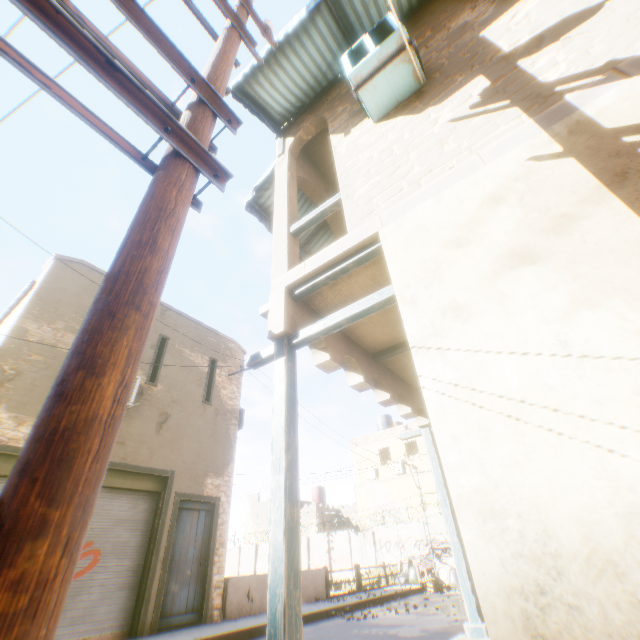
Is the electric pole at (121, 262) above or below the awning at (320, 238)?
below

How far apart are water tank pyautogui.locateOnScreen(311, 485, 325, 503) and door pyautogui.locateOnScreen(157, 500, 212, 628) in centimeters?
3008cm

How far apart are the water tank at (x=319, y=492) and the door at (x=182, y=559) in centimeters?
3008cm

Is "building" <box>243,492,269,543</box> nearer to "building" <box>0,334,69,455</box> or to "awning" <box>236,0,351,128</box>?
"building" <box>0,334,69,455</box>

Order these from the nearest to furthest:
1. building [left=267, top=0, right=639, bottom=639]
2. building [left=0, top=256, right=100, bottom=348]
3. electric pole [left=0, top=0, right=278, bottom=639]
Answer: electric pole [left=0, top=0, right=278, bottom=639] → building [left=267, top=0, right=639, bottom=639] → building [left=0, top=256, right=100, bottom=348]

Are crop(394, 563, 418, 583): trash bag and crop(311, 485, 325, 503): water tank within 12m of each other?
no

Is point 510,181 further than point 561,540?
Yes

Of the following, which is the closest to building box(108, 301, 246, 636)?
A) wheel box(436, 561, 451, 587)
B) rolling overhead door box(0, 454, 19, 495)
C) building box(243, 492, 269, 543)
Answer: rolling overhead door box(0, 454, 19, 495)
